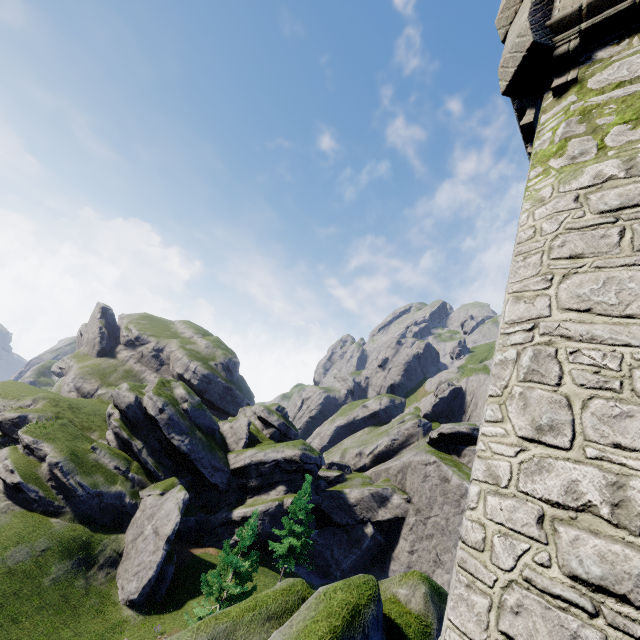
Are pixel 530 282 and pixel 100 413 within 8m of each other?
no

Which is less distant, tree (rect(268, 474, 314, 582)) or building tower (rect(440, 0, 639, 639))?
building tower (rect(440, 0, 639, 639))

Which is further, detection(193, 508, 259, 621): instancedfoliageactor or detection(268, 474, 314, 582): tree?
detection(268, 474, 314, 582): tree

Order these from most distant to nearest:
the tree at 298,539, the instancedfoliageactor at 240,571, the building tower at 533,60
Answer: the tree at 298,539 → the instancedfoliageactor at 240,571 → the building tower at 533,60

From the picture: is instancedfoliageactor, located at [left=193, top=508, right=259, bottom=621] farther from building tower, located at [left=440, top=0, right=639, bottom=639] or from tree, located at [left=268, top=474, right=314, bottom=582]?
building tower, located at [left=440, top=0, right=639, bottom=639]

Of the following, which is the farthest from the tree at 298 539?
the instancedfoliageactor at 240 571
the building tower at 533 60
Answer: the building tower at 533 60

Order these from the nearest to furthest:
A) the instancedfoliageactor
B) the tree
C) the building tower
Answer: the building tower, the instancedfoliageactor, the tree
